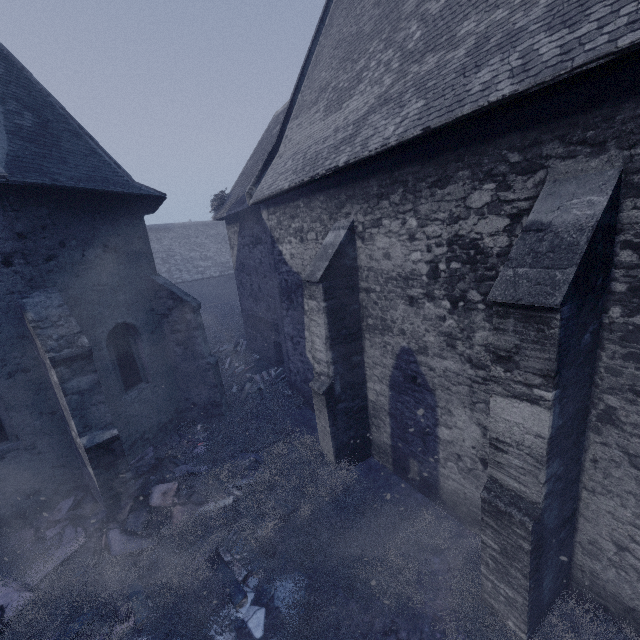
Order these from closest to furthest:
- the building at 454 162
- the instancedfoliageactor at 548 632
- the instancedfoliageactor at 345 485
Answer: the building at 454 162 < the instancedfoliageactor at 548 632 < the instancedfoliageactor at 345 485

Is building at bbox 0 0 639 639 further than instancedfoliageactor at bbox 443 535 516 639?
No

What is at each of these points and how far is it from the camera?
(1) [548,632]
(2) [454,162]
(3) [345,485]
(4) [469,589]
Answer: (1) instancedfoliageactor, 4.1m
(2) building, 4.6m
(3) instancedfoliageactor, 6.8m
(4) instancedfoliageactor, 4.7m

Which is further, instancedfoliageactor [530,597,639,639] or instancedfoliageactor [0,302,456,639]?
instancedfoliageactor [0,302,456,639]

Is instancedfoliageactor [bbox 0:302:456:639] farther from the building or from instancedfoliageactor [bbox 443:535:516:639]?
instancedfoliageactor [bbox 443:535:516:639]

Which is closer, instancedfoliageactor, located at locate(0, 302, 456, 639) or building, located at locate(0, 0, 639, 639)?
building, located at locate(0, 0, 639, 639)

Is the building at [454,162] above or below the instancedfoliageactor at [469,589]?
above
